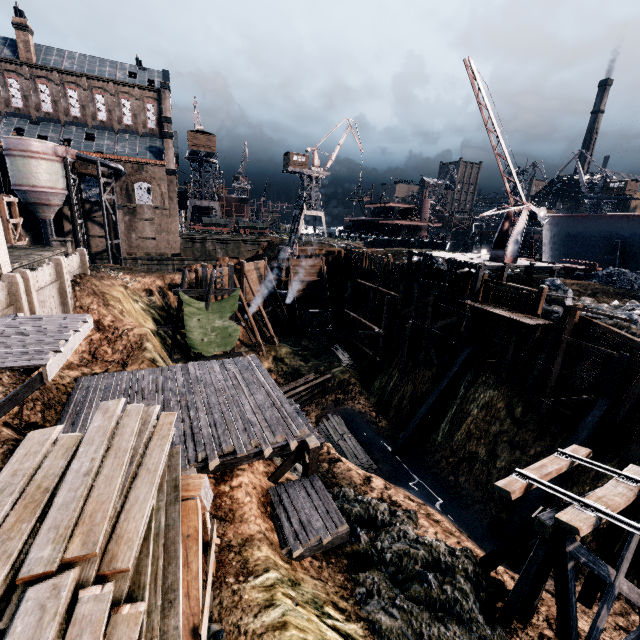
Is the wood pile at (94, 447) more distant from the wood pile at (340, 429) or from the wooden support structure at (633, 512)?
the wood pile at (340, 429)

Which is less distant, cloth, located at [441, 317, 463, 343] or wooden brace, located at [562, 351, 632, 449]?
wooden brace, located at [562, 351, 632, 449]

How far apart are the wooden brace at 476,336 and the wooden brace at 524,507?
8.0m

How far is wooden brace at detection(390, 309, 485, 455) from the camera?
24.9 meters

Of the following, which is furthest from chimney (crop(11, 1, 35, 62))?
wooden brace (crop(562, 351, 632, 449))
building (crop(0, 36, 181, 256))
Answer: wooden brace (crop(562, 351, 632, 449))

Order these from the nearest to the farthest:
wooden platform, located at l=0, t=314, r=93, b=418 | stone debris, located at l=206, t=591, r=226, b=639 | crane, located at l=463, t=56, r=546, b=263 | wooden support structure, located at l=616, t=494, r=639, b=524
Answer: stone debris, located at l=206, t=591, r=226, b=639 → wooden platform, located at l=0, t=314, r=93, b=418 → wooden support structure, located at l=616, t=494, r=639, b=524 → crane, located at l=463, t=56, r=546, b=263

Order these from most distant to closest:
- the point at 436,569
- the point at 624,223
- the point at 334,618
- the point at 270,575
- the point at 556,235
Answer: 1. the point at 556,235
2. the point at 624,223
3. the point at 436,569
4. the point at 334,618
5. the point at 270,575

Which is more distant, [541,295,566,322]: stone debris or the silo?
the silo
